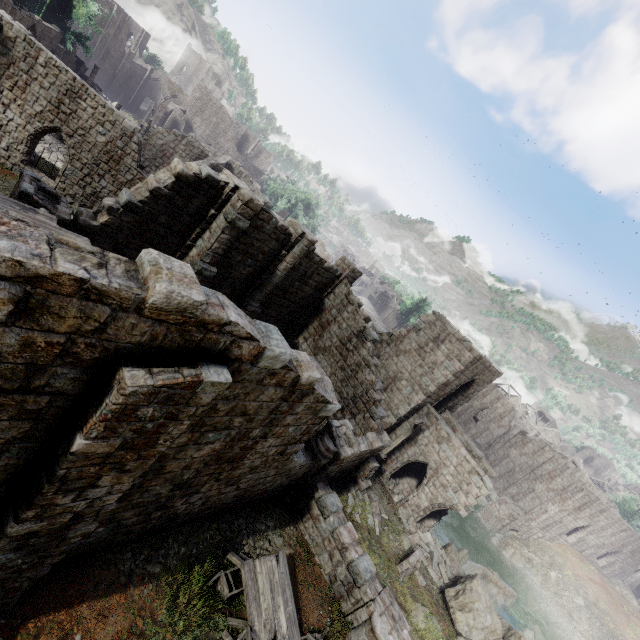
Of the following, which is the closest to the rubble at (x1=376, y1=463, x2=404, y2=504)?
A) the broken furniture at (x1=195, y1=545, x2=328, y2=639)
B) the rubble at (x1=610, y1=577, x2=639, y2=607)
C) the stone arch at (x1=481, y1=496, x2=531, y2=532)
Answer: the broken furniture at (x1=195, y1=545, x2=328, y2=639)

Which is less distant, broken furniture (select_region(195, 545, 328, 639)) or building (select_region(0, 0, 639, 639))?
building (select_region(0, 0, 639, 639))

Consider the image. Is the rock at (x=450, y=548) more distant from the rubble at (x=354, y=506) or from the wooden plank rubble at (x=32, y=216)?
the wooden plank rubble at (x=32, y=216)

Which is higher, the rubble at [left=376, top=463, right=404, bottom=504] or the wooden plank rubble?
the wooden plank rubble

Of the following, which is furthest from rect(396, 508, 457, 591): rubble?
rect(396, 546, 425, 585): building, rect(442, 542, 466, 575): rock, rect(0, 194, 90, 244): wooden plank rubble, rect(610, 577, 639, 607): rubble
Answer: rect(610, 577, 639, 607): rubble

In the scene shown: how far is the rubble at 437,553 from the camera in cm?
1664

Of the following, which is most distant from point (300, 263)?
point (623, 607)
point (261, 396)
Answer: point (623, 607)

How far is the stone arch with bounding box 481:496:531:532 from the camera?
34.3 meters
